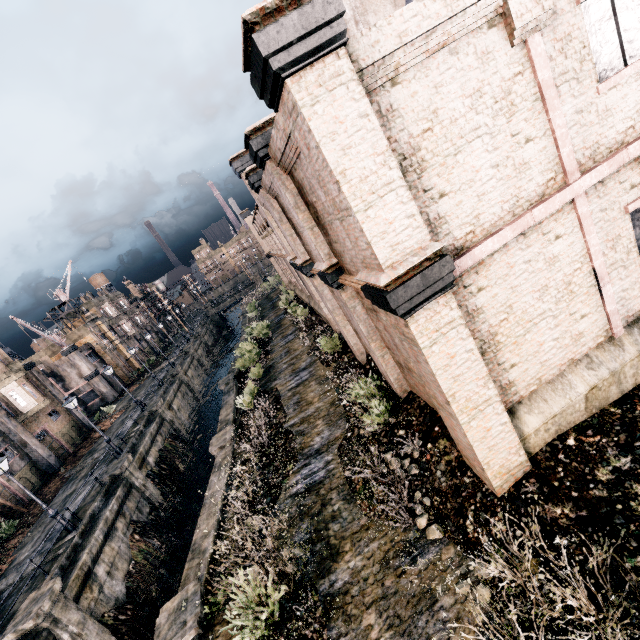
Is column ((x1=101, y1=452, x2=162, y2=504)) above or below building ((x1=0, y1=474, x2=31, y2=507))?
below

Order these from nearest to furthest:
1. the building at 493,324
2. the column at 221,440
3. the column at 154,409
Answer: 1. the building at 493,324
2. the column at 221,440
3. the column at 154,409

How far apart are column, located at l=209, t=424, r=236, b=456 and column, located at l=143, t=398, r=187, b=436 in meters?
13.8 m

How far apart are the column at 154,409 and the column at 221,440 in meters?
13.8 m

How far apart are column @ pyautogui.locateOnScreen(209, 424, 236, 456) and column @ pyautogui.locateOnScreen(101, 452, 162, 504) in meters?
7.6

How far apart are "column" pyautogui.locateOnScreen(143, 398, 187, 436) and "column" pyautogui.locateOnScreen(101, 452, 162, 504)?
7.00m

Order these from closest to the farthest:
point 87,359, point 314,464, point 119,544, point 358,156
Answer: point 358,156 → point 314,464 → point 119,544 → point 87,359

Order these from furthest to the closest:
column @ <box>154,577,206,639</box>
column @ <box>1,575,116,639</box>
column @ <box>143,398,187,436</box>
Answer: column @ <box>143,398,187,436</box> < column @ <box>1,575,116,639</box> < column @ <box>154,577,206,639</box>
